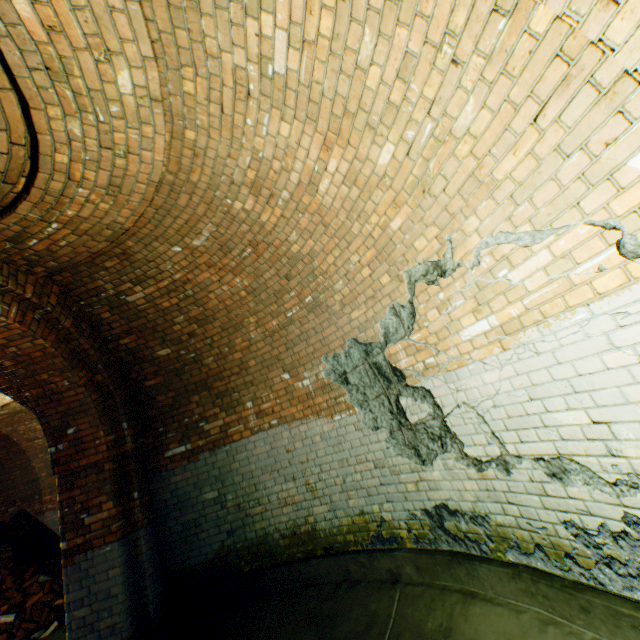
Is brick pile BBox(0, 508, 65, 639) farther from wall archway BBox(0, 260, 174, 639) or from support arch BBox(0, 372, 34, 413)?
wall archway BBox(0, 260, 174, 639)

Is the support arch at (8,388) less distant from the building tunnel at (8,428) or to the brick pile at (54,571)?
the building tunnel at (8,428)

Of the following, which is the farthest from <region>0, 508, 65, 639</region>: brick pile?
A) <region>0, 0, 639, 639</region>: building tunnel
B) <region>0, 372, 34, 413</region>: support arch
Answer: <region>0, 372, 34, 413</region>: support arch

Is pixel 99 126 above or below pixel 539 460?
above

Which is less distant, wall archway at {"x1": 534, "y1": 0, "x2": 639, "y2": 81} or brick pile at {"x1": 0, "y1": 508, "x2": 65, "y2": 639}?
wall archway at {"x1": 534, "y1": 0, "x2": 639, "y2": 81}

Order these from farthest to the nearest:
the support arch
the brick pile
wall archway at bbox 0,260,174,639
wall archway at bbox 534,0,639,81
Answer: the brick pile
the support arch
wall archway at bbox 0,260,174,639
wall archway at bbox 534,0,639,81

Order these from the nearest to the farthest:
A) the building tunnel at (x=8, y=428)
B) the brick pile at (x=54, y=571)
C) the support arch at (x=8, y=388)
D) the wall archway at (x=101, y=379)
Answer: the wall archway at (x=101, y=379)
the support arch at (x=8, y=388)
the brick pile at (x=54, y=571)
the building tunnel at (x=8, y=428)

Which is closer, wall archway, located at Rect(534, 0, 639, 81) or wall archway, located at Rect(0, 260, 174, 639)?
wall archway, located at Rect(534, 0, 639, 81)
